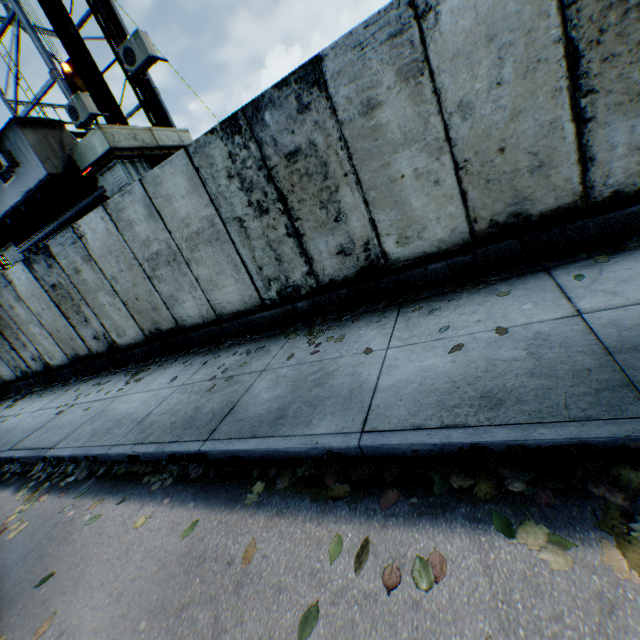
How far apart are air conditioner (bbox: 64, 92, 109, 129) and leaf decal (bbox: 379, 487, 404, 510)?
11.0 meters

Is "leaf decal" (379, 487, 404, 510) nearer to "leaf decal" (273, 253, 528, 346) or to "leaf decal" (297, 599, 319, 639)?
"leaf decal" (297, 599, 319, 639)

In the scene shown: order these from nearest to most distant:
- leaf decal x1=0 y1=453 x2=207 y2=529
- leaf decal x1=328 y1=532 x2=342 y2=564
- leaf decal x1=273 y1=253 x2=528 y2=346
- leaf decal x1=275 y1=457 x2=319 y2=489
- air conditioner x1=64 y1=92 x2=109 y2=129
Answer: leaf decal x1=328 y1=532 x2=342 y2=564, leaf decal x1=275 y1=457 x2=319 y2=489, leaf decal x1=0 y1=453 x2=207 y2=529, leaf decal x1=273 y1=253 x2=528 y2=346, air conditioner x1=64 y1=92 x2=109 y2=129

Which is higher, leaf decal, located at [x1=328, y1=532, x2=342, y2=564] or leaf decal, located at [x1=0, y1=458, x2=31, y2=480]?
leaf decal, located at [x1=0, y1=458, x2=31, y2=480]

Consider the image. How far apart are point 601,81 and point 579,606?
4.51m

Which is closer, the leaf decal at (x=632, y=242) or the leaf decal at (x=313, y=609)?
the leaf decal at (x=313, y=609)

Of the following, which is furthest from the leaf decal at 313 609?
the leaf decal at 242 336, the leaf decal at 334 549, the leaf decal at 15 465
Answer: the leaf decal at 15 465

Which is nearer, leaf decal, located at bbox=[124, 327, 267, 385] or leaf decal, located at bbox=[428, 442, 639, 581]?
leaf decal, located at bbox=[428, 442, 639, 581]
